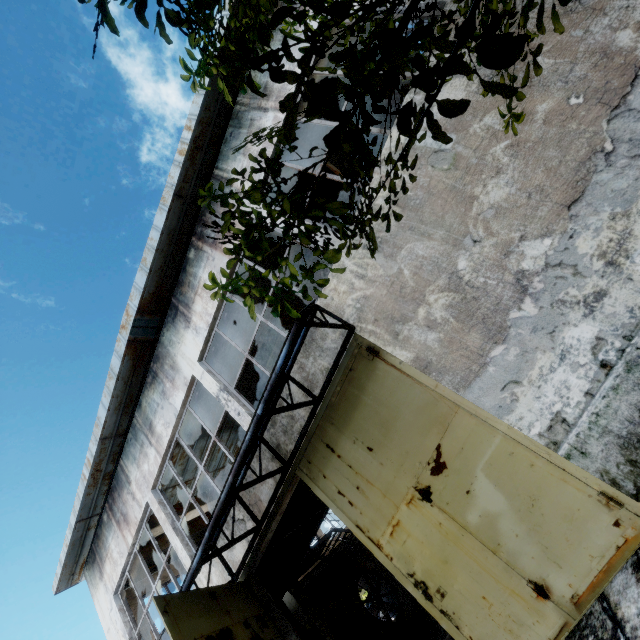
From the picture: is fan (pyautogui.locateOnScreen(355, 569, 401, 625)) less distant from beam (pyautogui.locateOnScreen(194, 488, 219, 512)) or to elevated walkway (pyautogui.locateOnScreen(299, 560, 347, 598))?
elevated walkway (pyautogui.locateOnScreen(299, 560, 347, 598))

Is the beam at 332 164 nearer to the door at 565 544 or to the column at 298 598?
the door at 565 544

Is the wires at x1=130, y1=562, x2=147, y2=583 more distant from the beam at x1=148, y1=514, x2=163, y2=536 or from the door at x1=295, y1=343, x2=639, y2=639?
the door at x1=295, y1=343, x2=639, y2=639

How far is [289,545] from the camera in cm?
806

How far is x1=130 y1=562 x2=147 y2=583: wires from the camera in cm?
1112

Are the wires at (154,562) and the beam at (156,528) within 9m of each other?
yes

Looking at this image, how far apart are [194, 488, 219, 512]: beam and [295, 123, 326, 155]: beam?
11.9 meters

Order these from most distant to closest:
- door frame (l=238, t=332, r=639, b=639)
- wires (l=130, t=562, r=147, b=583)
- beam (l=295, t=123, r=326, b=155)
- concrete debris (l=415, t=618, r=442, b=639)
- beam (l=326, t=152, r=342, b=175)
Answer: wires (l=130, t=562, r=147, b=583)
concrete debris (l=415, t=618, r=442, b=639)
beam (l=326, t=152, r=342, b=175)
beam (l=295, t=123, r=326, b=155)
door frame (l=238, t=332, r=639, b=639)
